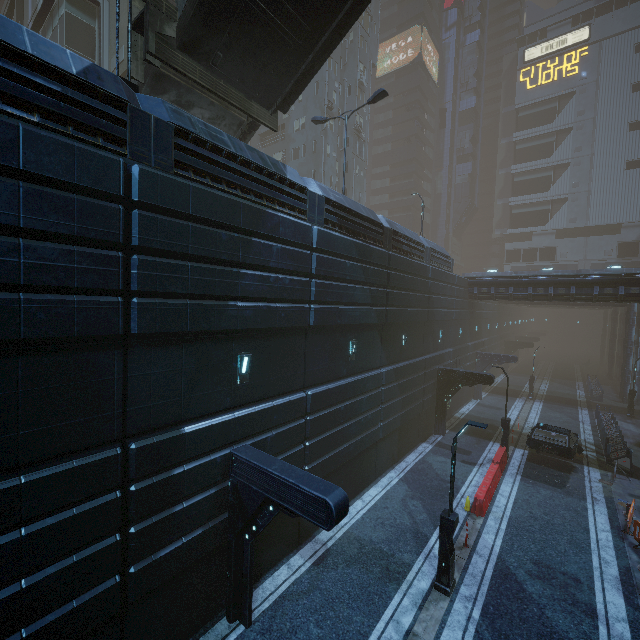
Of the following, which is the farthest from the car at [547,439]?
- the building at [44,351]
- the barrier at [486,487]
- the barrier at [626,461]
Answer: the building at [44,351]

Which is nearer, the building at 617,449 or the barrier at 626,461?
the barrier at 626,461

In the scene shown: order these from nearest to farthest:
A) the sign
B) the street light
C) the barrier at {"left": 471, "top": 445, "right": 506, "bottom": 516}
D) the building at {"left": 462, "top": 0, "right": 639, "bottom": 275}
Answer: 1. the street light
2. the barrier at {"left": 471, "top": 445, "right": 506, "bottom": 516}
3. the building at {"left": 462, "top": 0, "right": 639, "bottom": 275}
4. the sign

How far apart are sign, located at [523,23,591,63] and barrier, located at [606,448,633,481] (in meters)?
69.46

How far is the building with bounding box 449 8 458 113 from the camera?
59.31m

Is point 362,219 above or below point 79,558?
above

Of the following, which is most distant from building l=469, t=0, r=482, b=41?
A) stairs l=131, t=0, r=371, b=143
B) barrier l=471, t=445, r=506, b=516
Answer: barrier l=471, t=445, r=506, b=516

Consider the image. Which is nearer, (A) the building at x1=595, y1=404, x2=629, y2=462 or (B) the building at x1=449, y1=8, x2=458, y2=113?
(A) the building at x1=595, y1=404, x2=629, y2=462
